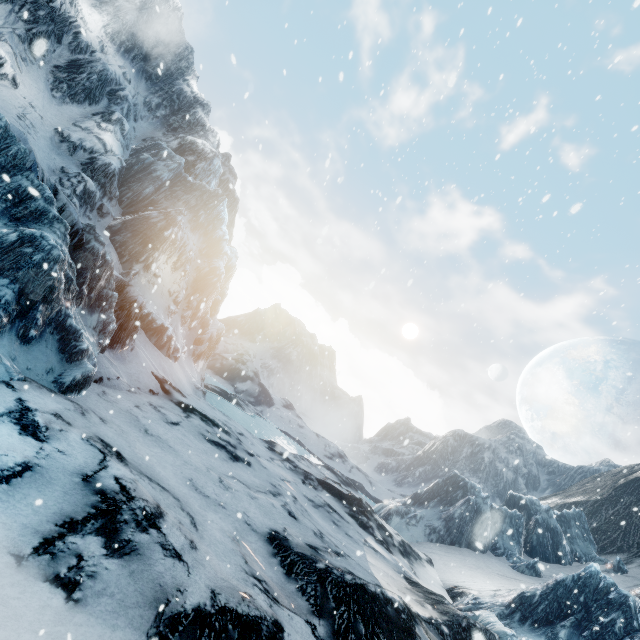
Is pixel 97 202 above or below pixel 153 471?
above
